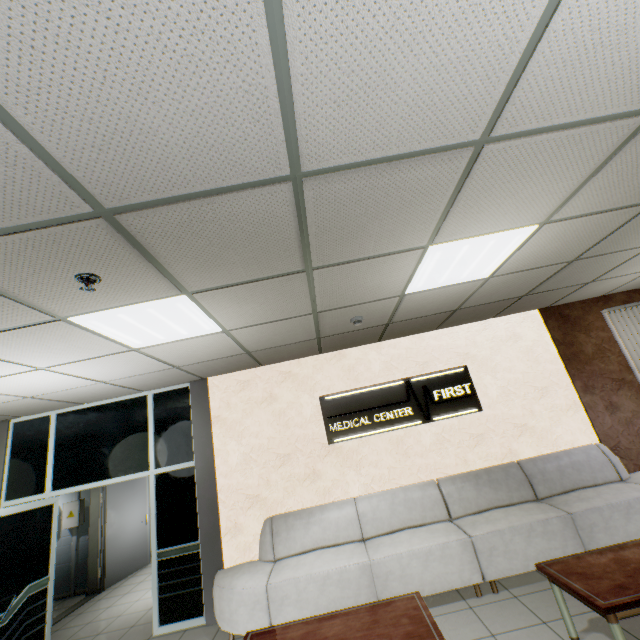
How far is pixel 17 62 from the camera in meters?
1.0 m

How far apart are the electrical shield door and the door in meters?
0.3 m

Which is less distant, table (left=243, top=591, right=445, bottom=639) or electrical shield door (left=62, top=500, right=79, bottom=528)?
table (left=243, top=591, right=445, bottom=639)

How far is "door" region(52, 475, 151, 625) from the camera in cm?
648

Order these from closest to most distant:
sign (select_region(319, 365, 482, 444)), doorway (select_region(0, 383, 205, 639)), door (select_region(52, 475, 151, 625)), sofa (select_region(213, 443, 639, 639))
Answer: sofa (select_region(213, 443, 639, 639)) → doorway (select_region(0, 383, 205, 639)) → sign (select_region(319, 365, 482, 444)) → door (select_region(52, 475, 151, 625))

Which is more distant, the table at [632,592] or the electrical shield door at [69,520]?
the electrical shield door at [69,520]

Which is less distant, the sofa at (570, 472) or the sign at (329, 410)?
the sofa at (570, 472)

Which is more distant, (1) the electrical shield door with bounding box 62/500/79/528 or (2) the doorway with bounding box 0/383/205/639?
(1) the electrical shield door with bounding box 62/500/79/528
